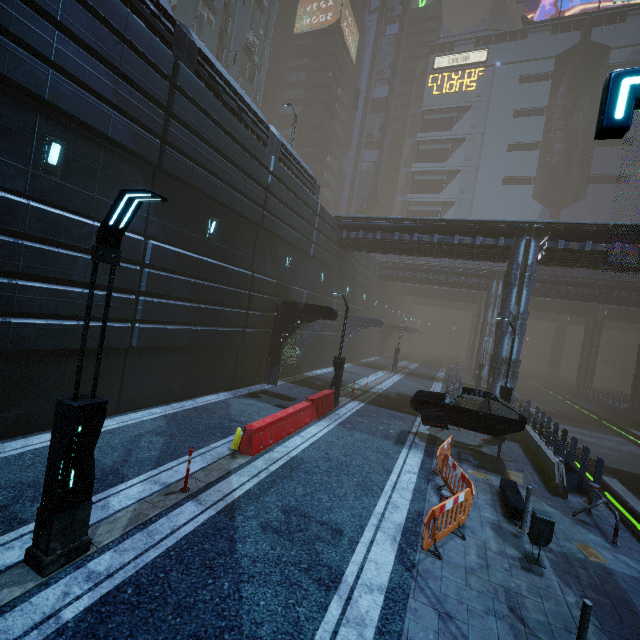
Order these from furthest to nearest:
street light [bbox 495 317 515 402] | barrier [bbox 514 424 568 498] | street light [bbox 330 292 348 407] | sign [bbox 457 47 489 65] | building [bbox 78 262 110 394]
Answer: sign [bbox 457 47 489 65] < street light [bbox 330 292 348 407] < street light [bbox 495 317 515 402] < barrier [bbox 514 424 568 498] < building [bbox 78 262 110 394]

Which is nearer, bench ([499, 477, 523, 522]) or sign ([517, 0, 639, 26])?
bench ([499, 477, 523, 522])

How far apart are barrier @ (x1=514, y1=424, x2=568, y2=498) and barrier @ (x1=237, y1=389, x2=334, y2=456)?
8.2m

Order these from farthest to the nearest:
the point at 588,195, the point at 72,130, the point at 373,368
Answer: the point at 588,195 < the point at 373,368 < the point at 72,130

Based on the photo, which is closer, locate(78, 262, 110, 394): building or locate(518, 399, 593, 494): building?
locate(78, 262, 110, 394): building

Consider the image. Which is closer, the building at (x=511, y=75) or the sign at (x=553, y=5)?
the sign at (x=553, y=5)

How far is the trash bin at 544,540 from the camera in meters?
6.5 m

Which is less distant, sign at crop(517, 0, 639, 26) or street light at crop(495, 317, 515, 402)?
street light at crop(495, 317, 515, 402)
